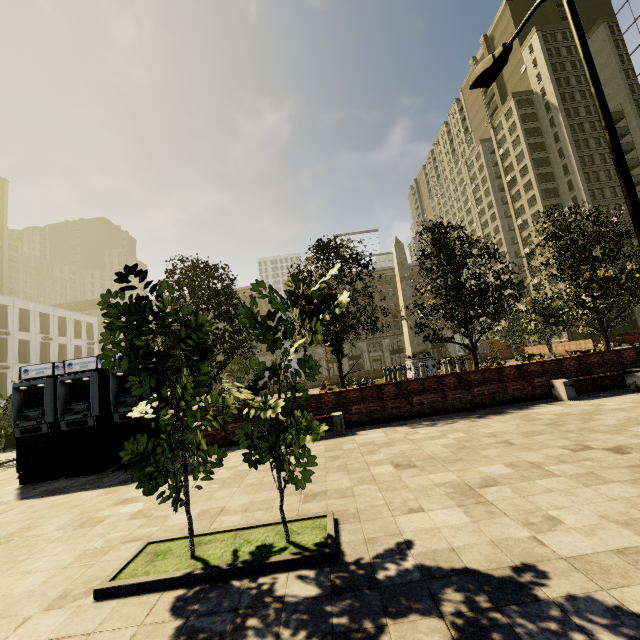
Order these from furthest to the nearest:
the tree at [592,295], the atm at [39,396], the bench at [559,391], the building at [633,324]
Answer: the building at [633,324]
the tree at [592,295]
the bench at [559,391]
the atm at [39,396]

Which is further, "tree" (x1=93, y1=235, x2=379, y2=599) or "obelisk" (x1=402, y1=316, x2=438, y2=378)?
"obelisk" (x1=402, y1=316, x2=438, y2=378)

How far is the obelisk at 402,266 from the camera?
26.0 meters

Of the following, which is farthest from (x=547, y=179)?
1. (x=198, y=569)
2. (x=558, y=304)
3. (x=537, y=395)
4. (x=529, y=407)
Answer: (x=198, y=569)

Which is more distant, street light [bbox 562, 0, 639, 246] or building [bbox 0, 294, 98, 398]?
building [bbox 0, 294, 98, 398]

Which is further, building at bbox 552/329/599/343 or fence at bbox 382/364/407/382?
building at bbox 552/329/599/343

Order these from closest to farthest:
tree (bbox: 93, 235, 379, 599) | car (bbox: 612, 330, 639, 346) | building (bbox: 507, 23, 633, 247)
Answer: tree (bbox: 93, 235, 379, 599), car (bbox: 612, 330, 639, 346), building (bbox: 507, 23, 633, 247)

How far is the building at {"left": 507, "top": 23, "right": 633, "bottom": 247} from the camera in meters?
52.2
